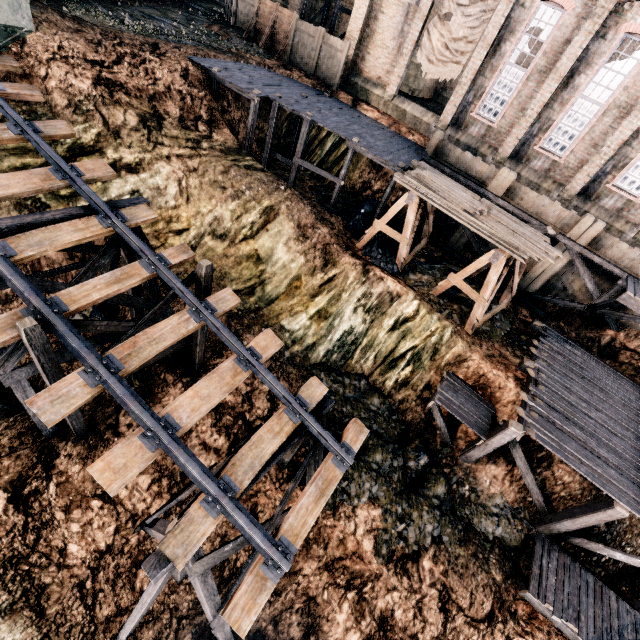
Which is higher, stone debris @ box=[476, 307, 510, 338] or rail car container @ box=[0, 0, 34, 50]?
rail car container @ box=[0, 0, 34, 50]

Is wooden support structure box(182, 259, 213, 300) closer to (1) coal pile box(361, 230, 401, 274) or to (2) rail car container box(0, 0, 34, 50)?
(2) rail car container box(0, 0, 34, 50)

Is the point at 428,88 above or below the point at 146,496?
above

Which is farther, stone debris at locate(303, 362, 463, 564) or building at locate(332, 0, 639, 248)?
building at locate(332, 0, 639, 248)

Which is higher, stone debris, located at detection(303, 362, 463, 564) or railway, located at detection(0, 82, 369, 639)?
railway, located at detection(0, 82, 369, 639)

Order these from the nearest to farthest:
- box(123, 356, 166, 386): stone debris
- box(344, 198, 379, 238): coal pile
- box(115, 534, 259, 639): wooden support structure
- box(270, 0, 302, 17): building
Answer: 1. box(115, 534, 259, 639): wooden support structure
2. box(123, 356, 166, 386): stone debris
3. box(344, 198, 379, 238): coal pile
4. box(270, 0, 302, 17): building

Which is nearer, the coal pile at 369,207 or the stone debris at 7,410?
the stone debris at 7,410

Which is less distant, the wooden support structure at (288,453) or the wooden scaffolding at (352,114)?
the wooden support structure at (288,453)
